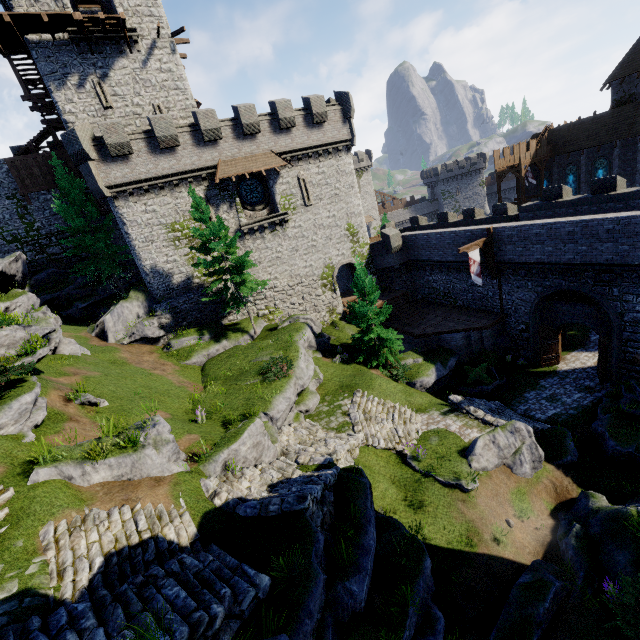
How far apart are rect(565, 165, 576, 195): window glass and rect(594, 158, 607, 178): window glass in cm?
151

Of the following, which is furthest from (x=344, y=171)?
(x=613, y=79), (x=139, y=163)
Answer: (x=613, y=79)

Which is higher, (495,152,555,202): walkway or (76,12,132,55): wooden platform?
(76,12,132,55): wooden platform

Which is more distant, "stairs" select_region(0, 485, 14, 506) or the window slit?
the window slit

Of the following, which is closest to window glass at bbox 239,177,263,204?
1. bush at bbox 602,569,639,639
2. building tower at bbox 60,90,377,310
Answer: building tower at bbox 60,90,377,310

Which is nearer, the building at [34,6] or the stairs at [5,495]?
the stairs at [5,495]

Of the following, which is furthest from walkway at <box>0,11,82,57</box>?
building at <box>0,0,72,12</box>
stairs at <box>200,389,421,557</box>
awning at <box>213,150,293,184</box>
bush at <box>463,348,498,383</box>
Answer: bush at <box>463,348,498,383</box>

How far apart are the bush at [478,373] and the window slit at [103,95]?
33.73m
